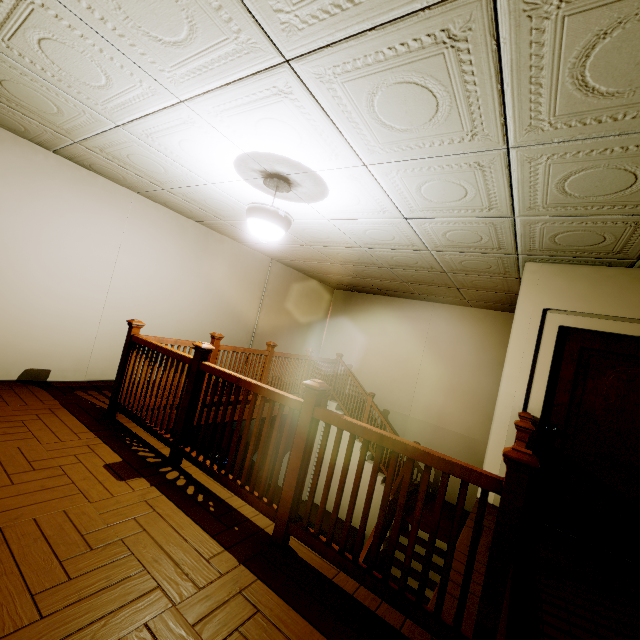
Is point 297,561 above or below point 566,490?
below

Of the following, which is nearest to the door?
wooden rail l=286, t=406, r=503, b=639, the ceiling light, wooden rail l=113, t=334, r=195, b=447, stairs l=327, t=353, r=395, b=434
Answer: wooden rail l=286, t=406, r=503, b=639

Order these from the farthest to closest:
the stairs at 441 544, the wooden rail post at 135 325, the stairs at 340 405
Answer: the stairs at 340 405
the stairs at 441 544
the wooden rail post at 135 325

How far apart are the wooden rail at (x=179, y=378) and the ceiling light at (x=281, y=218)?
1.4 meters

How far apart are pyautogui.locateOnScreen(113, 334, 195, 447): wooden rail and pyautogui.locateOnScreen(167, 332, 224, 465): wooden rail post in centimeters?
5cm

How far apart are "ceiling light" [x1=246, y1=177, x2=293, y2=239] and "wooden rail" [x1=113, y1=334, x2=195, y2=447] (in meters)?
1.38

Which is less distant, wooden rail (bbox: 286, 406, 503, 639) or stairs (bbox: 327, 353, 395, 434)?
wooden rail (bbox: 286, 406, 503, 639)

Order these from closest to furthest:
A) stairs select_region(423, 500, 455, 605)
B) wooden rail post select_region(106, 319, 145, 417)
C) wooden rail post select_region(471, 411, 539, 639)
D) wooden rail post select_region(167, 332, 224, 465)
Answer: wooden rail post select_region(471, 411, 539, 639) < wooden rail post select_region(167, 332, 224, 465) < wooden rail post select_region(106, 319, 145, 417) < stairs select_region(423, 500, 455, 605)
